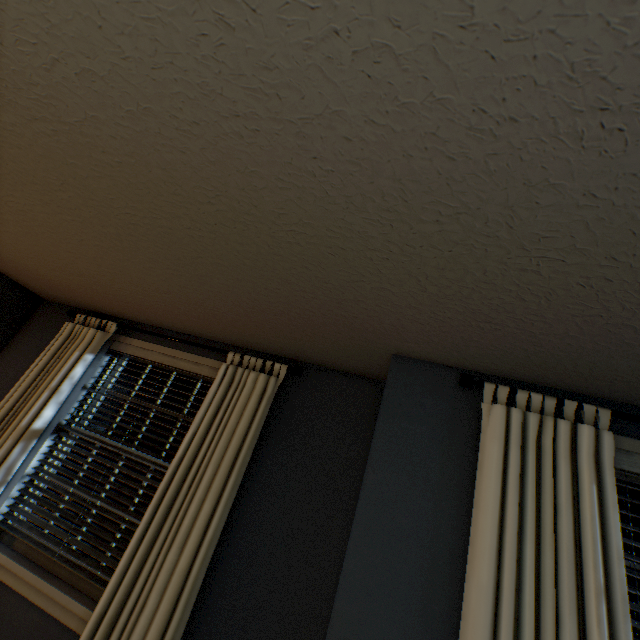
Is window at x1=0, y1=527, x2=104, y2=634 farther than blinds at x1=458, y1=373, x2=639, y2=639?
Yes

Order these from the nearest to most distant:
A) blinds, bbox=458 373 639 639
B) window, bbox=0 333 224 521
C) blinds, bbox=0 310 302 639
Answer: blinds, bbox=458 373 639 639
blinds, bbox=0 310 302 639
window, bbox=0 333 224 521

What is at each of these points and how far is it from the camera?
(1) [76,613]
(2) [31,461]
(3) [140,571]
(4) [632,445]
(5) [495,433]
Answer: (1) window, 1.73m
(2) window, 2.25m
(3) blinds, 1.64m
(4) window, 1.29m
(5) blinds, 1.25m

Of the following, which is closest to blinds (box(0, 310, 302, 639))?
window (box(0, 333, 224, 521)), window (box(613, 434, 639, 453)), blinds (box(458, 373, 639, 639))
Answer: window (box(0, 333, 224, 521))

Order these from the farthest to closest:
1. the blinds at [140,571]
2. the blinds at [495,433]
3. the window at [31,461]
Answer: the window at [31,461], the blinds at [140,571], the blinds at [495,433]

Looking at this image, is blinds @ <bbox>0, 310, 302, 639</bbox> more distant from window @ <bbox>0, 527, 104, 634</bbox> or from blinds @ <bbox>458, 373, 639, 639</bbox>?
blinds @ <bbox>458, 373, 639, 639</bbox>

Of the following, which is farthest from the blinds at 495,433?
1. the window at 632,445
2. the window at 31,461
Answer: the window at 31,461

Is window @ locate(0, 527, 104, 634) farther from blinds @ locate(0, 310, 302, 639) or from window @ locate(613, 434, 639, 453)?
window @ locate(613, 434, 639, 453)
